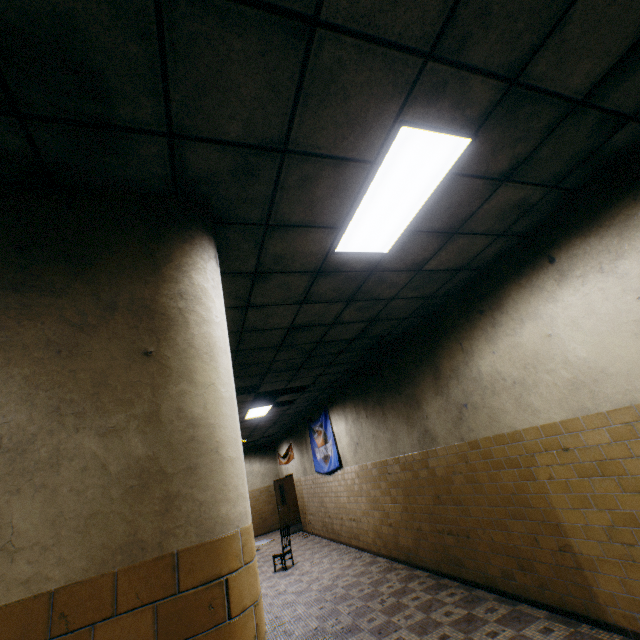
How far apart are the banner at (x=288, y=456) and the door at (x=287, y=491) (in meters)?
0.46

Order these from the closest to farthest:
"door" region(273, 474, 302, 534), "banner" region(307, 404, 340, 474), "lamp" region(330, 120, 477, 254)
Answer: "lamp" region(330, 120, 477, 254) < "banner" region(307, 404, 340, 474) < "door" region(273, 474, 302, 534)

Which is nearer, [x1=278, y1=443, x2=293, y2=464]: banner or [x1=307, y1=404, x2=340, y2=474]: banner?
[x1=307, y1=404, x2=340, y2=474]: banner

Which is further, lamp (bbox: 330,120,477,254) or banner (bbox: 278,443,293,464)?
banner (bbox: 278,443,293,464)

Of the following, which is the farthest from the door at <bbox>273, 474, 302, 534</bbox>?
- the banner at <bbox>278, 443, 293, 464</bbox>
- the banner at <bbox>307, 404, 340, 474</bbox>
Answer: the banner at <bbox>307, 404, 340, 474</bbox>

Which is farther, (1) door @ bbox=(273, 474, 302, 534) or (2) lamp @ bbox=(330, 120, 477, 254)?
(1) door @ bbox=(273, 474, 302, 534)

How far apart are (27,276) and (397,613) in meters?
6.1

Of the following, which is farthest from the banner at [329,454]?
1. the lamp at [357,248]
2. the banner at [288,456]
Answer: the lamp at [357,248]
